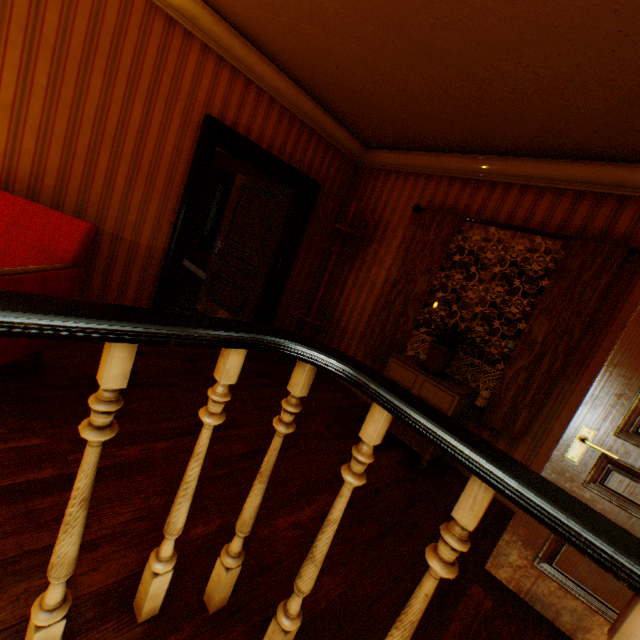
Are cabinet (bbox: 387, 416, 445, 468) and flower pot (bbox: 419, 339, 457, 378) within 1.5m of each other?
yes

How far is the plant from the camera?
3.0m

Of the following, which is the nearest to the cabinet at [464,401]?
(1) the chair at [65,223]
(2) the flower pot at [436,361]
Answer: (2) the flower pot at [436,361]

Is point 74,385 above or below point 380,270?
below

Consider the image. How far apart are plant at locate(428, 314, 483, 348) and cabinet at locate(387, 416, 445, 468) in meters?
0.3

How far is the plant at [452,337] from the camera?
3.03m

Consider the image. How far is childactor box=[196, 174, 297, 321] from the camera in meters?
4.5

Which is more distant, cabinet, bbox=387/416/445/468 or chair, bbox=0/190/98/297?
cabinet, bbox=387/416/445/468
